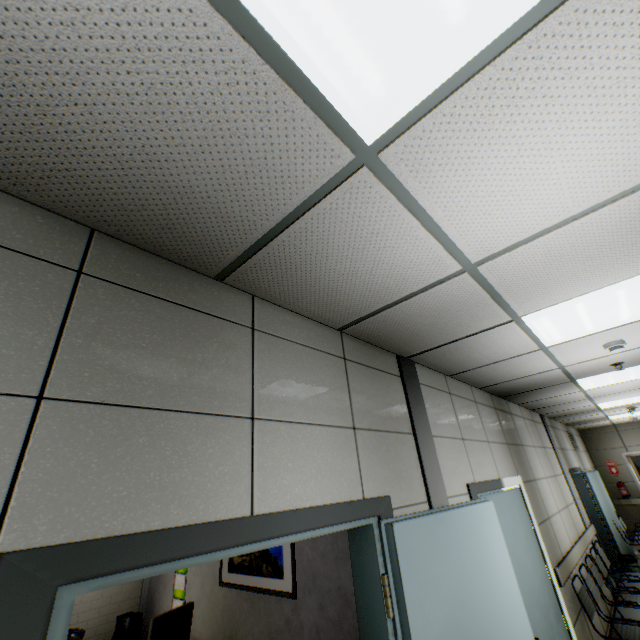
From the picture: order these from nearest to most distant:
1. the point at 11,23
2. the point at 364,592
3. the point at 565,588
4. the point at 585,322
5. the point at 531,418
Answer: the point at 11,23 → the point at 364,592 → the point at 585,322 → the point at 565,588 → the point at 531,418

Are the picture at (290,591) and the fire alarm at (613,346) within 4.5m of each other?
yes

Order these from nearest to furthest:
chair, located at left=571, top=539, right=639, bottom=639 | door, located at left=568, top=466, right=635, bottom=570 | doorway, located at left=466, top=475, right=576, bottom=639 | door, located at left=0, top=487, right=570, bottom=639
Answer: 1. door, located at left=0, top=487, right=570, bottom=639
2. doorway, located at left=466, top=475, right=576, bottom=639
3. chair, located at left=571, top=539, right=639, bottom=639
4. door, located at left=568, top=466, right=635, bottom=570

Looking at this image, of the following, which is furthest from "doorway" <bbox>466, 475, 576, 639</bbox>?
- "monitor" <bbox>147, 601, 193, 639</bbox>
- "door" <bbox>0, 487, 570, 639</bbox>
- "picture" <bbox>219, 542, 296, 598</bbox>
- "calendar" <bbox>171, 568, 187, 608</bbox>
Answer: "calendar" <bbox>171, 568, 187, 608</bbox>

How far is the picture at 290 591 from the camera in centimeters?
310cm

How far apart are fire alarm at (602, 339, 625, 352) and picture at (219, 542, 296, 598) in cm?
357

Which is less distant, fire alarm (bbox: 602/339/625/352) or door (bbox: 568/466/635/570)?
fire alarm (bbox: 602/339/625/352)

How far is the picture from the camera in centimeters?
310cm
